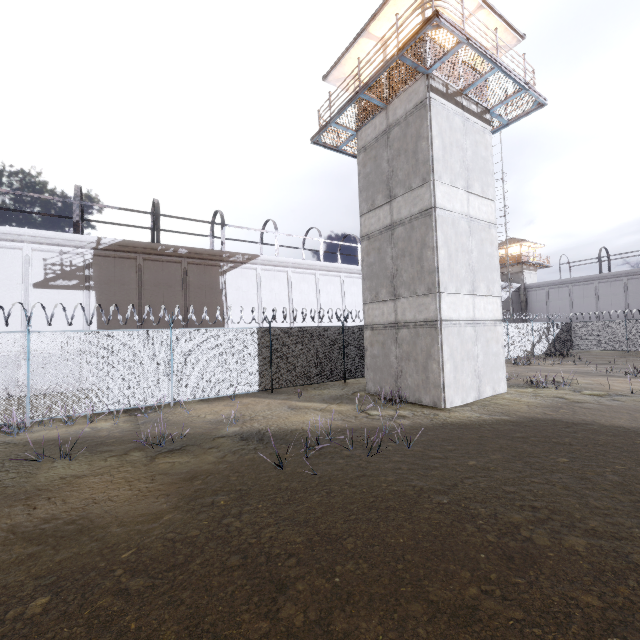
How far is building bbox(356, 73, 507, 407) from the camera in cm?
1138

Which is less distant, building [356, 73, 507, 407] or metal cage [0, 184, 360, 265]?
building [356, 73, 507, 407]

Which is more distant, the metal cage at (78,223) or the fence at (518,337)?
the fence at (518,337)

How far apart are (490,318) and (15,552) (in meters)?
14.09

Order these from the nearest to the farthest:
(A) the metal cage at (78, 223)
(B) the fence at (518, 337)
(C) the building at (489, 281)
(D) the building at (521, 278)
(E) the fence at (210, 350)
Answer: (E) the fence at (210, 350)
(C) the building at (489, 281)
(A) the metal cage at (78, 223)
(B) the fence at (518, 337)
(D) the building at (521, 278)

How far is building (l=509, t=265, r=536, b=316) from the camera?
42.91m

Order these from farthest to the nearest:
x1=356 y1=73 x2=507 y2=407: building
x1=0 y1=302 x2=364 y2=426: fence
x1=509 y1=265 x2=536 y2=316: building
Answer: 1. x1=509 y1=265 x2=536 y2=316: building
2. x1=356 y1=73 x2=507 y2=407: building
3. x1=0 y1=302 x2=364 y2=426: fence

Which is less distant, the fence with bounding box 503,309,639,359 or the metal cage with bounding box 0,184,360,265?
the metal cage with bounding box 0,184,360,265
